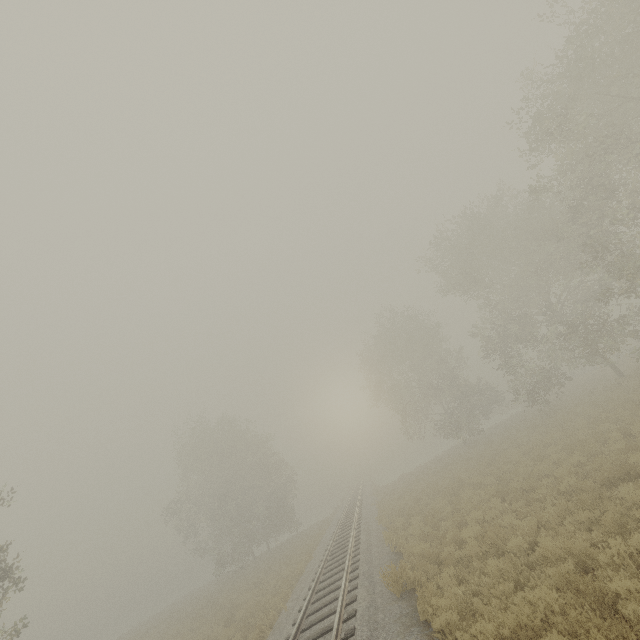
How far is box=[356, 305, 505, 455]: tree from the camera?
32.2m

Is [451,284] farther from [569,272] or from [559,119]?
[559,119]

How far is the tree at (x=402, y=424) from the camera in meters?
32.2
